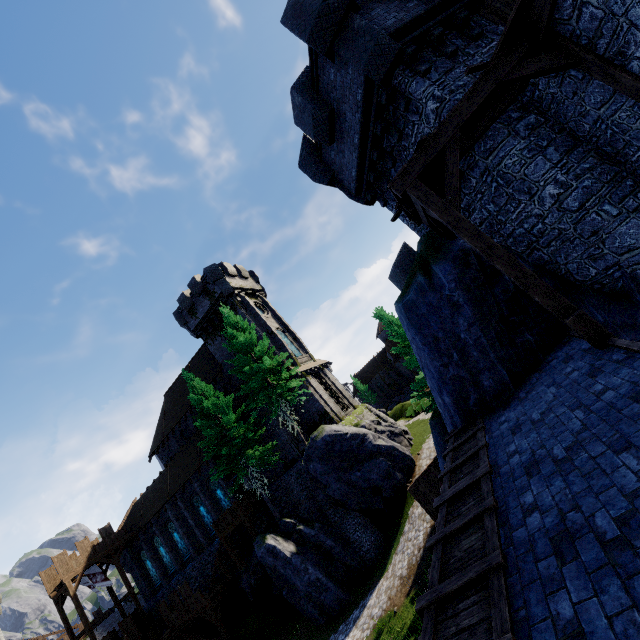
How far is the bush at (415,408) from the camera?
37.9 meters

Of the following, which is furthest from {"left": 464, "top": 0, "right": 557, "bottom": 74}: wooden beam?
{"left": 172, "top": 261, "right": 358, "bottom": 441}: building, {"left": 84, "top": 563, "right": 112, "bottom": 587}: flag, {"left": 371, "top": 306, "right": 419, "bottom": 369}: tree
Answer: {"left": 84, "top": 563, "right": 112, "bottom": 587}: flag

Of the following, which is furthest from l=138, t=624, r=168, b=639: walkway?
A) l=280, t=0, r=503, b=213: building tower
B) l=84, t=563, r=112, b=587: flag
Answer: l=280, t=0, r=503, b=213: building tower

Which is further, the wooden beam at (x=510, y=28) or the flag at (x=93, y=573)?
the flag at (x=93, y=573)

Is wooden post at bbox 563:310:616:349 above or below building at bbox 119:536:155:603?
below

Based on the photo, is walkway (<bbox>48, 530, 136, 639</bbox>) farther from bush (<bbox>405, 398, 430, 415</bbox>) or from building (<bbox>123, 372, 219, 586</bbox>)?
bush (<bbox>405, 398, 430, 415</bbox>)

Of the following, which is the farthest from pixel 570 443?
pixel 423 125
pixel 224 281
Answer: pixel 224 281

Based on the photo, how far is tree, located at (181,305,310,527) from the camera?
23.17m
